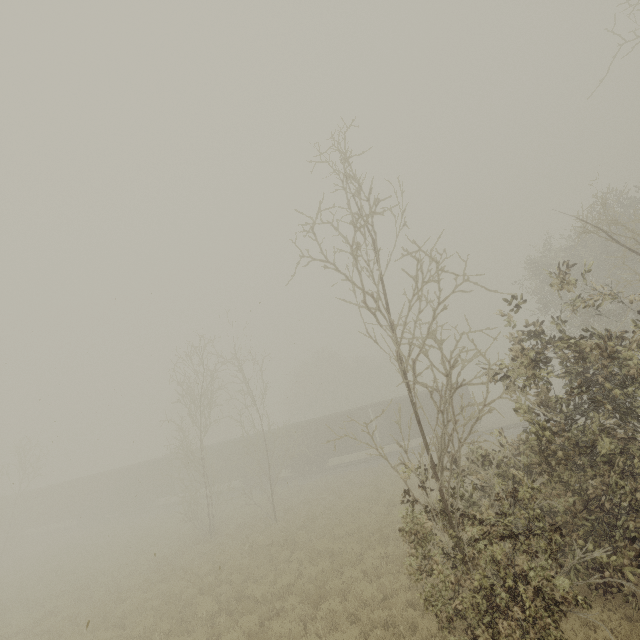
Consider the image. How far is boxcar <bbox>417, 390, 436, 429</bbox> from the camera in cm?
2911

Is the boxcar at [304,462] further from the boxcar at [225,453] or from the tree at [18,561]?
the tree at [18,561]

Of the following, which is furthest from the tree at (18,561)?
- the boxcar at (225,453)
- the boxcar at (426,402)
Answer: the boxcar at (225,453)

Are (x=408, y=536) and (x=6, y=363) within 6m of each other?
no

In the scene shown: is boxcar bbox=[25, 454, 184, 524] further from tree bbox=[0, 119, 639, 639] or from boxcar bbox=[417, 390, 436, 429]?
tree bbox=[0, 119, 639, 639]
